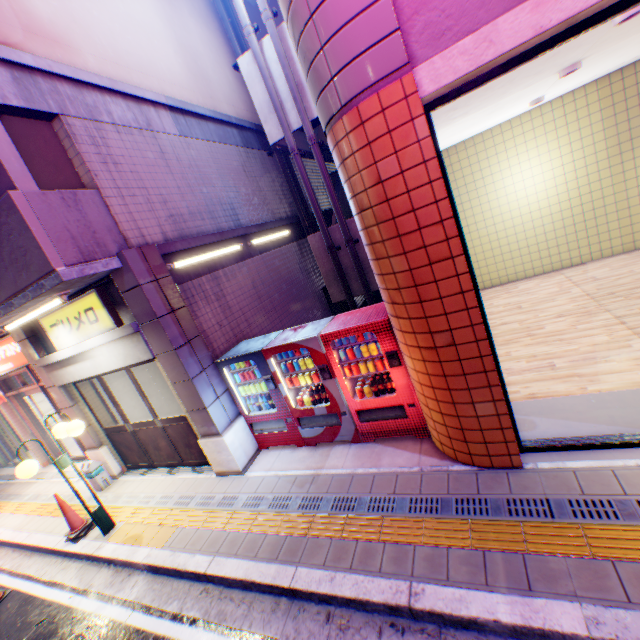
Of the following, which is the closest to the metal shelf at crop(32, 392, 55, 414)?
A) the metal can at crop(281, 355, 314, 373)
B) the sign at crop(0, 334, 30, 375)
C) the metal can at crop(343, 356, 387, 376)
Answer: the sign at crop(0, 334, 30, 375)

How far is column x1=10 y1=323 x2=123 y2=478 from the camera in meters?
7.0 m

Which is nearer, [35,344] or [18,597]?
[18,597]

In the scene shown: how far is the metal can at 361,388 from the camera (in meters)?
5.14

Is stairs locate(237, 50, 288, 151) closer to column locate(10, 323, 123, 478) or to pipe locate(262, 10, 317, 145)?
pipe locate(262, 10, 317, 145)

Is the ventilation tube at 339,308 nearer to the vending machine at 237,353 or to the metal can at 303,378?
the vending machine at 237,353

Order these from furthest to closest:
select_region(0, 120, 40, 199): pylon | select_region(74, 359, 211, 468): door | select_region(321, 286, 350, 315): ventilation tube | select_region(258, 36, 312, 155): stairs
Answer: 1. select_region(321, 286, 350, 315): ventilation tube
2. select_region(258, 36, 312, 155): stairs
3. select_region(74, 359, 211, 468): door
4. select_region(0, 120, 40, 199): pylon

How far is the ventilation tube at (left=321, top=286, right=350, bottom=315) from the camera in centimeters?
1110cm
